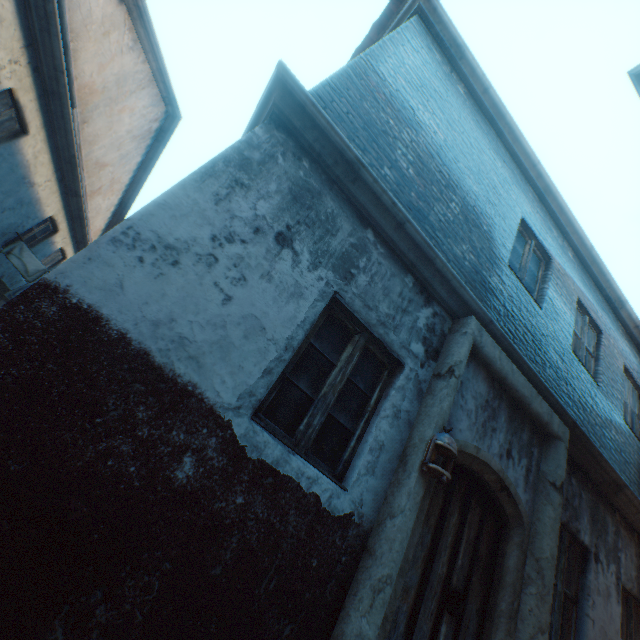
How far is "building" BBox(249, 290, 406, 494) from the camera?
2.5m

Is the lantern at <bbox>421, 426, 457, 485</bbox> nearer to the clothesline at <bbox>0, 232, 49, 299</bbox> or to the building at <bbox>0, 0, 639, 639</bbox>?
the building at <bbox>0, 0, 639, 639</bbox>

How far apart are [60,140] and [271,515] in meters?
8.0

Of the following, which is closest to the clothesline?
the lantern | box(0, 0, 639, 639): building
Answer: box(0, 0, 639, 639): building

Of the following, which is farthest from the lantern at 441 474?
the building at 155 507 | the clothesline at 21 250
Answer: the clothesline at 21 250

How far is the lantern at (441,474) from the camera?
2.61m
